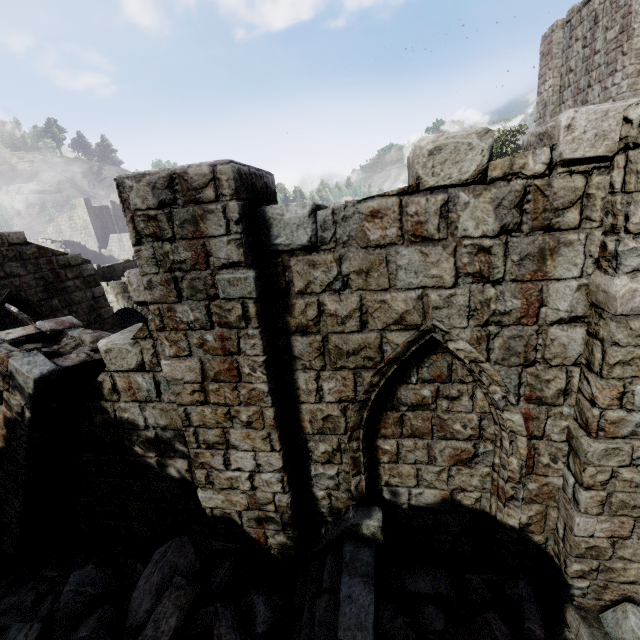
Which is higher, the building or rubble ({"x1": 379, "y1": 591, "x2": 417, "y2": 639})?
the building

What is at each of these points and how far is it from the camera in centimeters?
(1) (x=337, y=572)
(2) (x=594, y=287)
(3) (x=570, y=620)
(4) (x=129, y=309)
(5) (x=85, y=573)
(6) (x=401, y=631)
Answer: (1) stairs, 406cm
(2) building, 304cm
(3) rubble, 386cm
(4) stone arch, 2125cm
(5) rubble, 473cm
(6) rubble, 416cm

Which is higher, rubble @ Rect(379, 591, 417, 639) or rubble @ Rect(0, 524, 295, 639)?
rubble @ Rect(0, 524, 295, 639)

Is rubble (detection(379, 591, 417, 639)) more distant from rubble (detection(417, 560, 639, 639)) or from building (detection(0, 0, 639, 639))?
Result: rubble (detection(417, 560, 639, 639))

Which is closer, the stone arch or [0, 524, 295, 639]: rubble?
[0, 524, 295, 639]: rubble

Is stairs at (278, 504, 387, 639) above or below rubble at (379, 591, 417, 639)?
above

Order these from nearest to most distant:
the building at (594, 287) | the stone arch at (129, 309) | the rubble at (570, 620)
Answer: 1. the building at (594, 287)
2. the rubble at (570, 620)
3. the stone arch at (129, 309)

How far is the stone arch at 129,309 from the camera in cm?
1933
